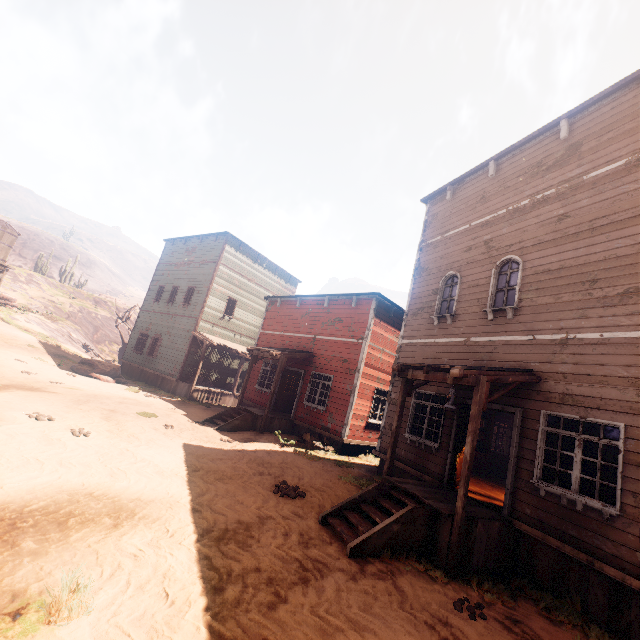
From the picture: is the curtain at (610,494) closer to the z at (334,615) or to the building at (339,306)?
the building at (339,306)

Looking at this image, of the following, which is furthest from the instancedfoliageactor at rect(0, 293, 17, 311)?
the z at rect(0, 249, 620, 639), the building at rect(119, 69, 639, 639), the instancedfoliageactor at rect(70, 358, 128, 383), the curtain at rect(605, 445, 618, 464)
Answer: the curtain at rect(605, 445, 618, 464)

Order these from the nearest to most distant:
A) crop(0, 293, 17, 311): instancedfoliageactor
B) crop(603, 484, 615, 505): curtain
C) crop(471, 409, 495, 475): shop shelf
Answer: crop(603, 484, 615, 505): curtain, crop(471, 409, 495, 475): shop shelf, crop(0, 293, 17, 311): instancedfoliageactor

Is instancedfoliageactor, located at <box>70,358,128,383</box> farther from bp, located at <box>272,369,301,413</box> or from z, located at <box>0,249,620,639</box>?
bp, located at <box>272,369,301,413</box>

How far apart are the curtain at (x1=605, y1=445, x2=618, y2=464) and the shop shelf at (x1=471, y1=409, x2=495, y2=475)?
6.46m

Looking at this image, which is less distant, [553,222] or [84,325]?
[553,222]

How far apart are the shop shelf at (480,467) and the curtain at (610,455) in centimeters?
646cm

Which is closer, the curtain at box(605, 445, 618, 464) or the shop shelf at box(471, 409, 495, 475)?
the curtain at box(605, 445, 618, 464)
